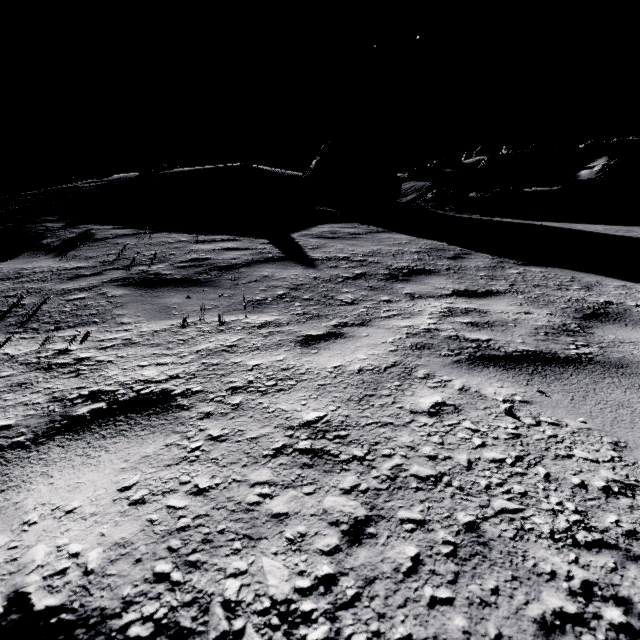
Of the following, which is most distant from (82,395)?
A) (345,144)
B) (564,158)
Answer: (564,158)

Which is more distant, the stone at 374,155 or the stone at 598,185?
the stone at 598,185

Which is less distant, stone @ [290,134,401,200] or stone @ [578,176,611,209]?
stone @ [290,134,401,200]

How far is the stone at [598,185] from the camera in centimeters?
4197cm

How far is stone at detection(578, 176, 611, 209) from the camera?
42.0 meters

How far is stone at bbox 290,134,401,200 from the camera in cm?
1600

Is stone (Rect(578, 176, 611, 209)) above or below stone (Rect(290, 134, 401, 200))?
below
